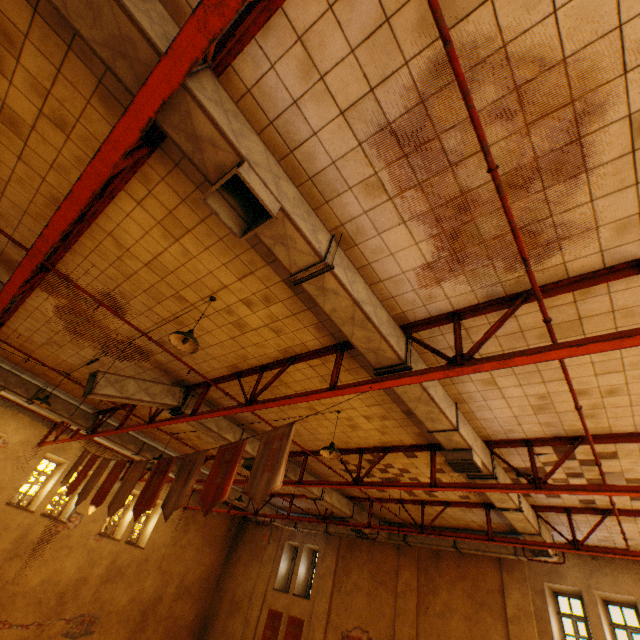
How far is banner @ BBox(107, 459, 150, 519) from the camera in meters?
6.7

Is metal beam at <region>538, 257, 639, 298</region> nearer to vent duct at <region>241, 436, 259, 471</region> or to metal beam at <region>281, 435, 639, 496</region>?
vent duct at <region>241, 436, 259, 471</region>

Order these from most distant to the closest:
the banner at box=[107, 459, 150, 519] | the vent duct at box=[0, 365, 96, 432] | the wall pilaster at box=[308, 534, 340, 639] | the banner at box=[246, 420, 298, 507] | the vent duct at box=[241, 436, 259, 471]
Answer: the wall pilaster at box=[308, 534, 340, 639], the vent duct at box=[0, 365, 96, 432], the vent duct at box=[241, 436, 259, 471], the banner at box=[107, 459, 150, 519], the banner at box=[246, 420, 298, 507]

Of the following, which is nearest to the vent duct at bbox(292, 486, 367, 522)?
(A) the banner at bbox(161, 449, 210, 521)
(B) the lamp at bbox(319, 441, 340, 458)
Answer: (A) the banner at bbox(161, 449, 210, 521)

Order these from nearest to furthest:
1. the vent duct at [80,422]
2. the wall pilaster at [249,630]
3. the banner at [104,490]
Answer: the banner at [104,490] < the vent duct at [80,422] < the wall pilaster at [249,630]

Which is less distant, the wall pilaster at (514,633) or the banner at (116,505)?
the banner at (116,505)

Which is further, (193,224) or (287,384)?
(287,384)

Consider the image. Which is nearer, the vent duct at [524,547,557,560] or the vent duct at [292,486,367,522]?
the vent duct at [524,547,557,560]
